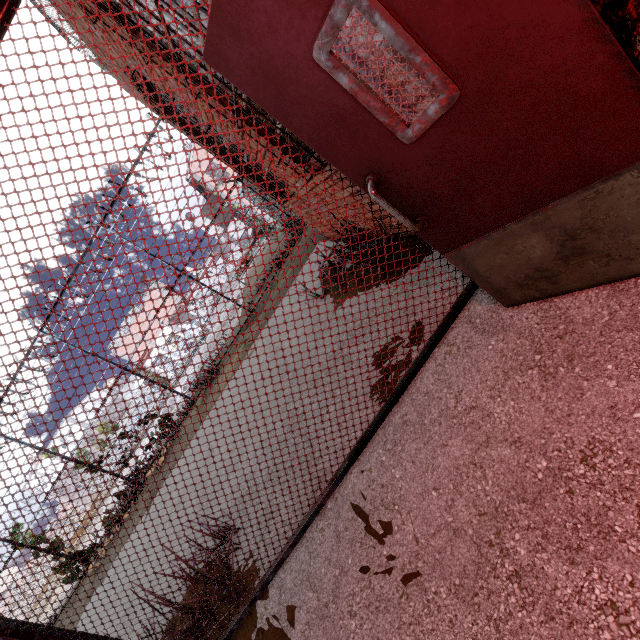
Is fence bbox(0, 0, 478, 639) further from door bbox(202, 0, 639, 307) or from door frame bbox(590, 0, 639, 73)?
door frame bbox(590, 0, 639, 73)

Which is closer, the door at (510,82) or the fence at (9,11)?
the door at (510,82)

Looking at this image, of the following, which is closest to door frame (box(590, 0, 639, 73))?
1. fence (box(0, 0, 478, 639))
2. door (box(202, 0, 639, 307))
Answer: door (box(202, 0, 639, 307))

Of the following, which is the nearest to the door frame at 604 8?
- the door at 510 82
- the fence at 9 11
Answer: the door at 510 82

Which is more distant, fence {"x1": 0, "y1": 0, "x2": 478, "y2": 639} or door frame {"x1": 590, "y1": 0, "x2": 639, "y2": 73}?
fence {"x1": 0, "y1": 0, "x2": 478, "y2": 639}

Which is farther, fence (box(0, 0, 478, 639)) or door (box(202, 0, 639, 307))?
fence (box(0, 0, 478, 639))

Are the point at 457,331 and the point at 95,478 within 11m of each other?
no
